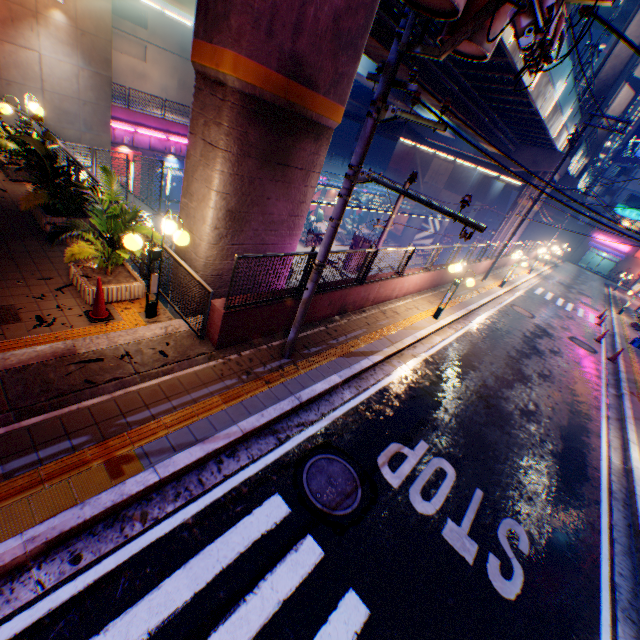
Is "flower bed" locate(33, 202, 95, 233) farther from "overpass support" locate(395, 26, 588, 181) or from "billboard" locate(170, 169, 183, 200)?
"billboard" locate(170, 169, 183, 200)

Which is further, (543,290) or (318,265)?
(543,290)

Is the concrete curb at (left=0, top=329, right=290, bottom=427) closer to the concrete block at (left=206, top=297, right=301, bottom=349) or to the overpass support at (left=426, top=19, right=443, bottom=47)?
the concrete block at (left=206, top=297, right=301, bottom=349)

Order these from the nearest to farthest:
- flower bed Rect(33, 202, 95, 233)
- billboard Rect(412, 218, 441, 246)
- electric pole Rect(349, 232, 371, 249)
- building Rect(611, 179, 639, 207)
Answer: flower bed Rect(33, 202, 95, 233), electric pole Rect(349, 232, 371, 249), billboard Rect(412, 218, 441, 246), building Rect(611, 179, 639, 207)

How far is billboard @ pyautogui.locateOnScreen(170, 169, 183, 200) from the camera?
26.5 meters

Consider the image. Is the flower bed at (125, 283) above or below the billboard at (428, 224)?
above

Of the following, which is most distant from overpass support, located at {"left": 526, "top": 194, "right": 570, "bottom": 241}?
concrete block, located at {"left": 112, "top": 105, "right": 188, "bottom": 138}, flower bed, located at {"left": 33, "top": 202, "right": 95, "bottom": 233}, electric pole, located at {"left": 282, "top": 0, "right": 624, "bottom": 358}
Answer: concrete block, located at {"left": 112, "top": 105, "right": 188, "bottom": 138}

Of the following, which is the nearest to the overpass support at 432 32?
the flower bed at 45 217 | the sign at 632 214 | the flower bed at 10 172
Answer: the flower bed at 45 217
